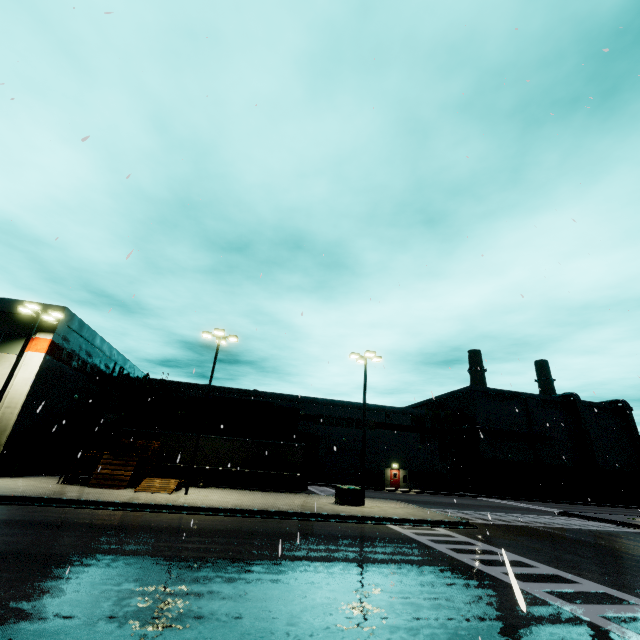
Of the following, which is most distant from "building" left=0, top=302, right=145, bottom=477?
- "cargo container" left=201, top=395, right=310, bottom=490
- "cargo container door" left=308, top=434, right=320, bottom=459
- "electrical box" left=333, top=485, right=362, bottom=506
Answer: "electrical box" left=333, top=485, right=362, bottom=506

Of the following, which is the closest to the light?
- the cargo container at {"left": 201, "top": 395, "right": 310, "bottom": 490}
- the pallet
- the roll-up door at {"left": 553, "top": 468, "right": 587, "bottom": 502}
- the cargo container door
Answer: the pallet

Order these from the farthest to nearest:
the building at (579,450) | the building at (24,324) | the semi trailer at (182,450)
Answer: the building at (579,450), the semi trailer at (182,450), the building at (24,324)

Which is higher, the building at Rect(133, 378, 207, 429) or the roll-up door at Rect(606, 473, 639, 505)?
the building at Rect(133, 378, 207, 429)

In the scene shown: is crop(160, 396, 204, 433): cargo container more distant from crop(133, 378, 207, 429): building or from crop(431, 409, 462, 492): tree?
crop(431, 409, 462, 492): tree

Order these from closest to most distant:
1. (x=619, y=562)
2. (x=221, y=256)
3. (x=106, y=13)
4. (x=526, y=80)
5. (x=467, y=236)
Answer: (x=106, y=13)
(x=526, y=80)
(x=467, y=236)
(x=619, y=562)
(x=221, y=256)

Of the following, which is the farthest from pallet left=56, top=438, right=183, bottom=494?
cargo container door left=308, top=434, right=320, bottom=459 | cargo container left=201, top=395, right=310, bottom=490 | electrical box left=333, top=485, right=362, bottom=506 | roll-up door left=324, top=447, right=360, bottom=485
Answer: roll-up door left=324, top=447, right=360, bottom=485

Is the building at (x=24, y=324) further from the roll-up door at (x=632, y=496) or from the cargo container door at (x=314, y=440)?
the cargo container door at (x=314, y=440)
